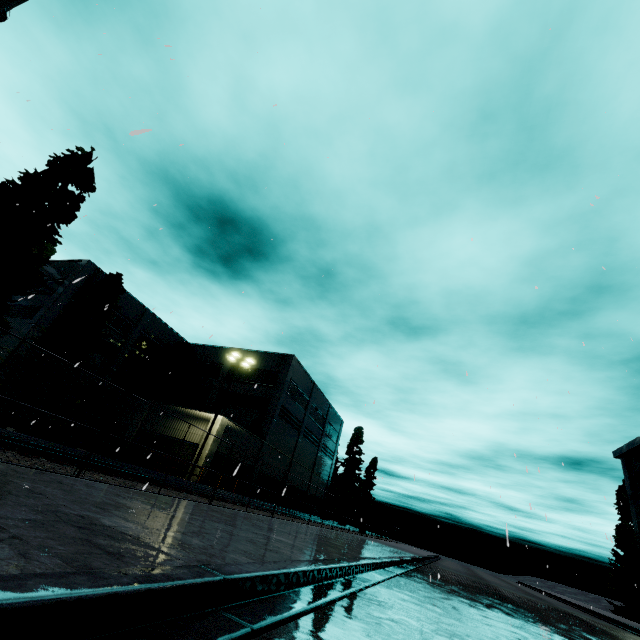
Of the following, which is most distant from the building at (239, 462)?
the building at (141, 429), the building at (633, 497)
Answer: the building at (141, 429)

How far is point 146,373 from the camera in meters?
37.9

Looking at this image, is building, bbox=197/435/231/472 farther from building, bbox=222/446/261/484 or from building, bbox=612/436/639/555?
building, bbox=612/436/639/555

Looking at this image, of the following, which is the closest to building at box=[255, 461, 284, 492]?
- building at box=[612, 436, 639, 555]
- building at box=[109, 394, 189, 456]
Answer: building at box=[612, 436, 639, 555]

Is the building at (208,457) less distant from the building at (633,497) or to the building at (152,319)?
the building at (152,319)
